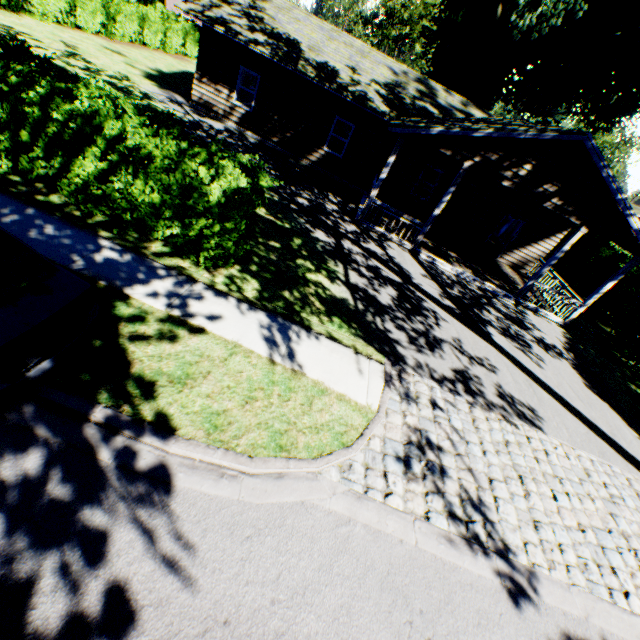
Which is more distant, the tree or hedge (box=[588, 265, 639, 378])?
the tree

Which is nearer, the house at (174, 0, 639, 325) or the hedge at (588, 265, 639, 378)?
the house at (174, 0, 639, 325)

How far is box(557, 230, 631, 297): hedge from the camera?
18.1m

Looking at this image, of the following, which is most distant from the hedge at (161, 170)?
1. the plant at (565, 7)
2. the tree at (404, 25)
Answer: the tree at (404, 25)

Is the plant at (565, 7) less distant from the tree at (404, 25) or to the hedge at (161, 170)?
the hedge at (161, 170)

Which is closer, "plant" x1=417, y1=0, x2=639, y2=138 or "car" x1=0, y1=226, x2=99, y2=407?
"car" x1=0, y1=226, x2=99, y2=407

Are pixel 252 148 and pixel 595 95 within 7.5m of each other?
no

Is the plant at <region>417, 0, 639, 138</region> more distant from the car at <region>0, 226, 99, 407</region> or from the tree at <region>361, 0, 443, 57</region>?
the tree at <region>361, 0, 443, 57</region>
